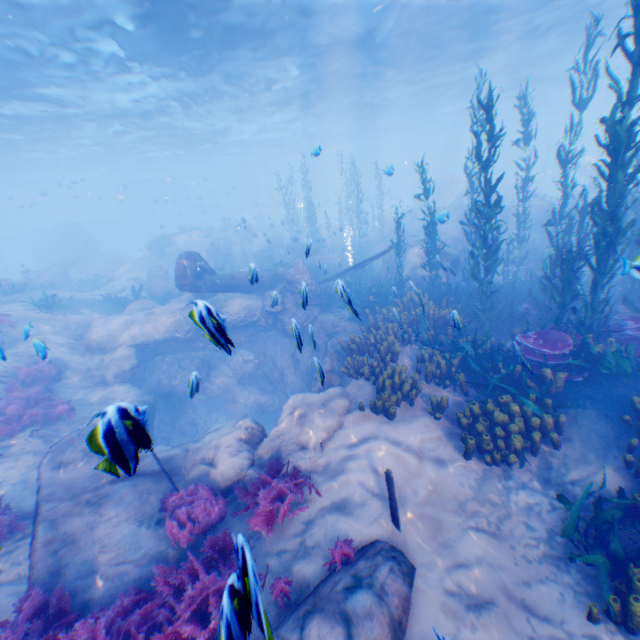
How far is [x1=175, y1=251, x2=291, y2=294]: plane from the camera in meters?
14.0 m

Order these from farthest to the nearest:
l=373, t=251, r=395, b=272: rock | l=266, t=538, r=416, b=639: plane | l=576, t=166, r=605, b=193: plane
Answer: l=576, t=166, r=605, b=193: plane
l=373, t=251, r=395, b=272: rock
l=266, t=538, r=416, b=639: plane

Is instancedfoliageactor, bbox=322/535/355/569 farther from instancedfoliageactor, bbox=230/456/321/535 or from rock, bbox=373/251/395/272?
rock, bbox=373/251/395/272

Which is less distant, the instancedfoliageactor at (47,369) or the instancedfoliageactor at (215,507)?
the instancedfoliageactor at (215,507)

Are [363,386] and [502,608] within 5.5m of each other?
yes

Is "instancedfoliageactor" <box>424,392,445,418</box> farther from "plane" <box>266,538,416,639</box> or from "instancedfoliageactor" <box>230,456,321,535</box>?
"plane" <box>266,538,416,639</box>

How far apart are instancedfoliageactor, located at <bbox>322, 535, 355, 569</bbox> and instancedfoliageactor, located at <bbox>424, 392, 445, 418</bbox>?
3.2 meters

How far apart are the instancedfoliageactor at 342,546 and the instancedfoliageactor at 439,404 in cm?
318
